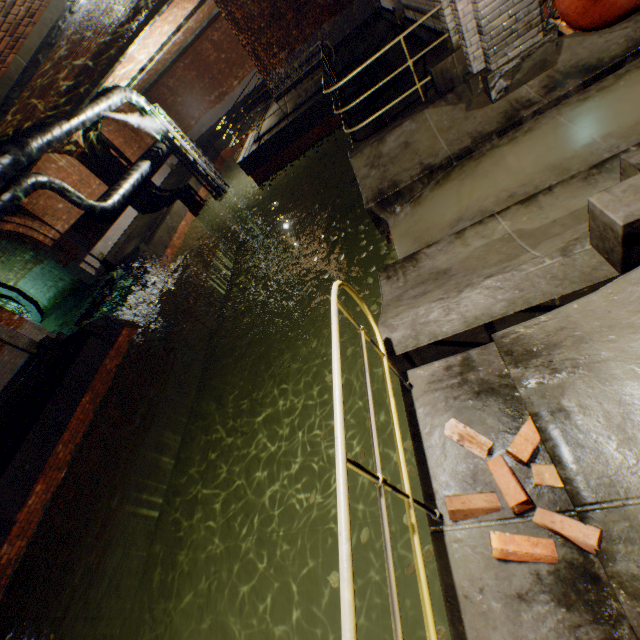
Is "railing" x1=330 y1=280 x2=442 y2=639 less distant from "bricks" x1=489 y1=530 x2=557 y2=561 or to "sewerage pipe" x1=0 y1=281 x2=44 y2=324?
"bricks" x1=489 y1=530 x2=557 y2=561

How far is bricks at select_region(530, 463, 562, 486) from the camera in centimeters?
191cm

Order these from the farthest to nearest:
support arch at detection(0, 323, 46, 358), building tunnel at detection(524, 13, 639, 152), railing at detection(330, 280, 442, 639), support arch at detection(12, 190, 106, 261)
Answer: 1. support arch at detection(12, 190, 106, 261)
2. support arch at detection(0, 323, 46, 358)
3. building tunnel at detection(524, 13, 639, 152)
4. railing at detection(330, 280, 442, 639)

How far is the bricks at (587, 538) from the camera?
1.63m

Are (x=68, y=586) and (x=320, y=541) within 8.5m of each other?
yes

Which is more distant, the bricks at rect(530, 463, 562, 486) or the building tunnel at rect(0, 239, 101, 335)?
the building tunnel at rect(0, 239, 101, 335)

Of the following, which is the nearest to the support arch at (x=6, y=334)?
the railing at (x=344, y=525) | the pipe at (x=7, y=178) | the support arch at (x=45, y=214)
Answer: the pipe at (x=7, y=178)

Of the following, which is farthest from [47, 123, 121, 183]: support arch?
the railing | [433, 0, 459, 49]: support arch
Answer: the railing
